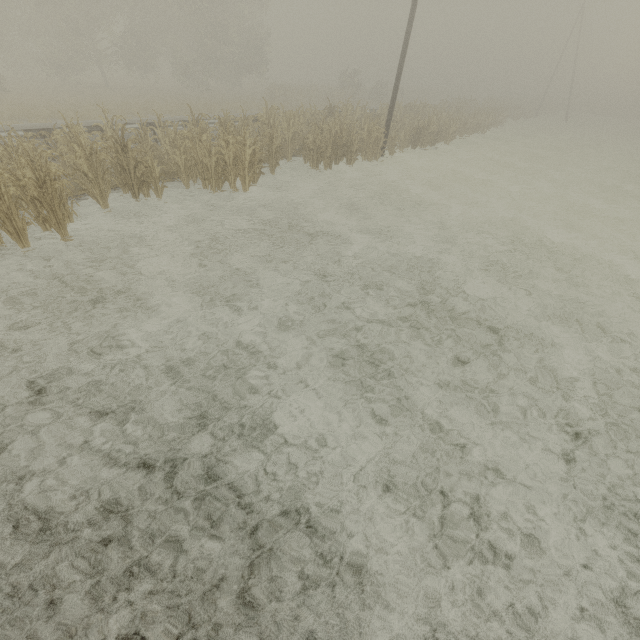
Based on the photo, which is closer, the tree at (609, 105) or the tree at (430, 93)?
the tree at (430, 93)

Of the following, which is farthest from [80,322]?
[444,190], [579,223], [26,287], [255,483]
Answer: [579,223]

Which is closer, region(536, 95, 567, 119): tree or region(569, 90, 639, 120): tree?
region(536, 95, 567, 119): tree

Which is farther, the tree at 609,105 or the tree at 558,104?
the tree at 609,105

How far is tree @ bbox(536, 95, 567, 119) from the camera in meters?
47.5

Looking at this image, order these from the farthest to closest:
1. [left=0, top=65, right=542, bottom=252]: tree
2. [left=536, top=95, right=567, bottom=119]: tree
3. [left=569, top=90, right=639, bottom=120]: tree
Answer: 1. [left=569, top=90, right=639, bottom=120]: tree
2. [left=536, top=95, right=567, bottom=119]: tree
3. [left=0, top=65, right=542, bottom=252]: tree

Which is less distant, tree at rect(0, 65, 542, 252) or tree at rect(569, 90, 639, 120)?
tree at rect(0, 65, 542, 252)
